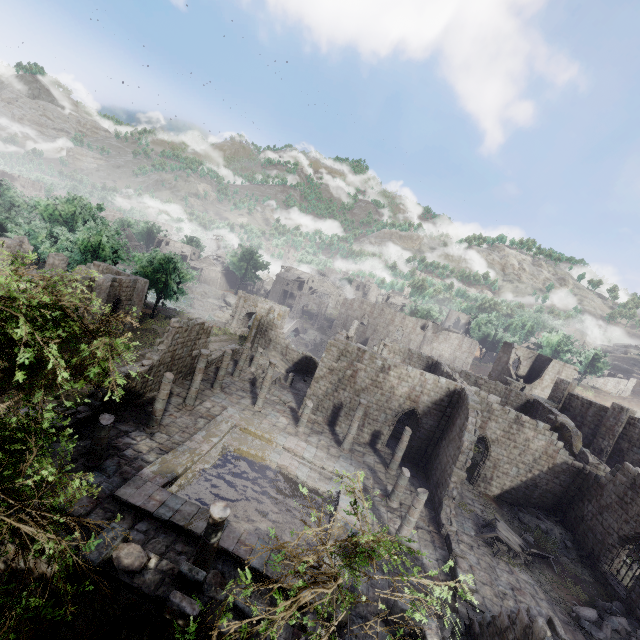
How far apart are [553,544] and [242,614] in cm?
2265

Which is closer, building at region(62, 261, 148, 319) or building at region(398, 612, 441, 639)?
building at region(398, 612, 441, 639)

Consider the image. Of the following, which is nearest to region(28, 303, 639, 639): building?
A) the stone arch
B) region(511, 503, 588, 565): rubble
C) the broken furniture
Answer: region(511, 503, 588, 565): rubble

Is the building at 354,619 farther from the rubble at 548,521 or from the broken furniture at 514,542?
the broken furniture at 514,542

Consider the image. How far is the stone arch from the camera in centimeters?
4547cm

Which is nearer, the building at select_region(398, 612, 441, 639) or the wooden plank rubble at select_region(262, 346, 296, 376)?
the building at select_region(398, 612, 441, 639)

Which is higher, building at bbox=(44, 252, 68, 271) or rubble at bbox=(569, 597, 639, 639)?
building at bbox=(44, 252, 68, 271)
